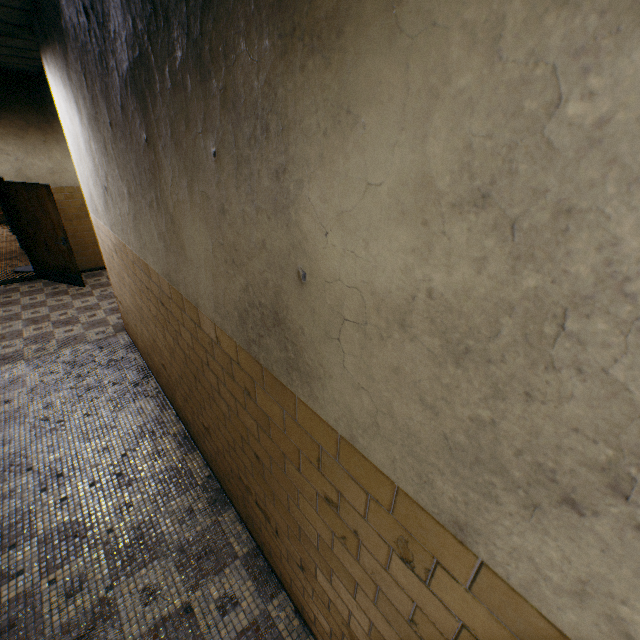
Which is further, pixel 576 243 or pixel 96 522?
pixel 96 522
